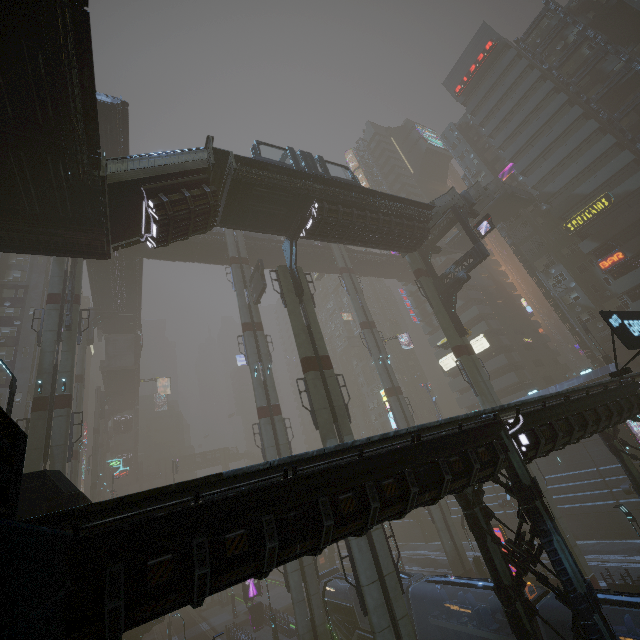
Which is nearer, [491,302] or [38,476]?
[38,476]

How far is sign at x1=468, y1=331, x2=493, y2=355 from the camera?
51.6m

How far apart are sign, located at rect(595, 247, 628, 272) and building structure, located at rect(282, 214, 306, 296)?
36.79m

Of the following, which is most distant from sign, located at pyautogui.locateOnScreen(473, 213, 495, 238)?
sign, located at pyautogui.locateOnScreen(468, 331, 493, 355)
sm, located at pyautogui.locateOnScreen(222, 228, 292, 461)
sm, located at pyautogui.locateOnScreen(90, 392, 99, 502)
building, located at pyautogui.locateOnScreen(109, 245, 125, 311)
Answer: sm, located at pyautogui.locateOnScreen(90, 392, 99, 502)

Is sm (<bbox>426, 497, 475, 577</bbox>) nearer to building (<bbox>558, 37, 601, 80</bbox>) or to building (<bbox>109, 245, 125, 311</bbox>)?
building (<bbox>558, 37, 601, 80</bbox>)

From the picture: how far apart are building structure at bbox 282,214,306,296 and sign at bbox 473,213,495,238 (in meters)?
16.33

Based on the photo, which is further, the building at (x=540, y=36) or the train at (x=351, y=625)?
the building at (x=540, y=36)

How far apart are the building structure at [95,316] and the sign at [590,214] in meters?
60.8
